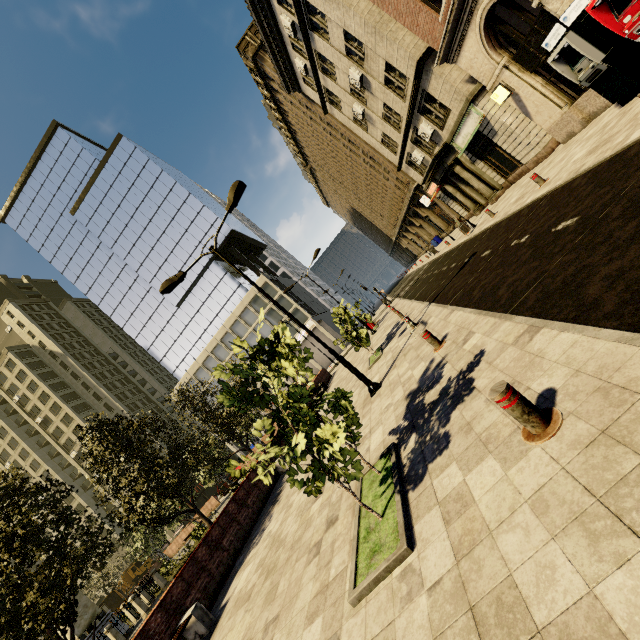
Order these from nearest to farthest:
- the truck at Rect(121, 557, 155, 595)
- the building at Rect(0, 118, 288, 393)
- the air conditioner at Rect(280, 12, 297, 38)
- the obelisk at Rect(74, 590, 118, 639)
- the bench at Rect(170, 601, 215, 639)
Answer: the bench at Rect(170, 601, 215, 639) → the obelisk at Rect(74, 590, 118, 639) → the air conditioner at Rect(280, 12, 297, 38) → the truck at Rect(121, 557, 155, 595) → the building at Rect(0, 118, 288, 393)

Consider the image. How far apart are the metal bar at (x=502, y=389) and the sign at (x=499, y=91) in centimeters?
1573cm

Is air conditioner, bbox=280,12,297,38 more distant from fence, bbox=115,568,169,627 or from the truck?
the truck

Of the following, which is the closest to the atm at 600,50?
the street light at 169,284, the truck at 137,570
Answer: the street light at 169,284

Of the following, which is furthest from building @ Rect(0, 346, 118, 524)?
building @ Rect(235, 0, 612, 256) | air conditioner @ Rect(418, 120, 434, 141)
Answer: air conditioner @ Rect(418, 120, 434, 141)

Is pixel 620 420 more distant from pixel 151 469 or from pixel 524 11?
pixel 151 469

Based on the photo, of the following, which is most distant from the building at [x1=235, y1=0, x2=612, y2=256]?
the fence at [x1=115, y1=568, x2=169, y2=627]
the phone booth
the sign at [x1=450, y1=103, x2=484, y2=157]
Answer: the fence at [x1=115, y1=568, x2=169, y2=627]

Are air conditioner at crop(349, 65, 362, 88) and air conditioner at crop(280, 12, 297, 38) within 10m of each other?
yes
